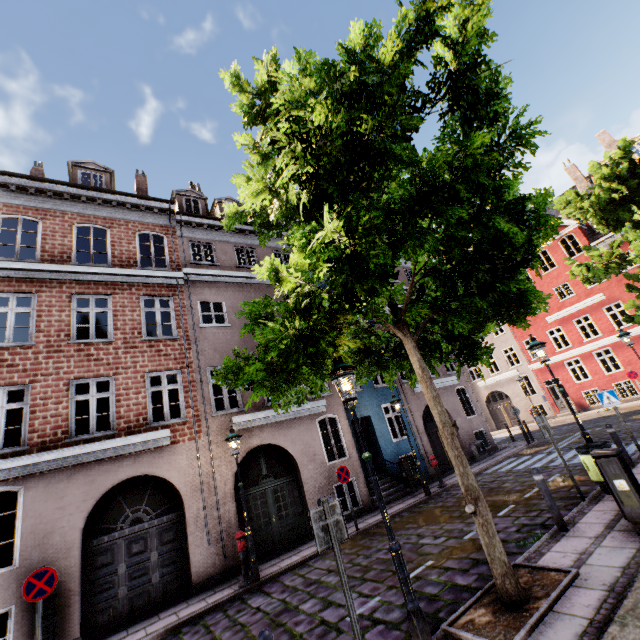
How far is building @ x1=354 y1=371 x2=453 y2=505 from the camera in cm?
1419

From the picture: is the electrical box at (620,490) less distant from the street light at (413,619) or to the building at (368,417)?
the street light at (413,619)

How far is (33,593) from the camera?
6.4m

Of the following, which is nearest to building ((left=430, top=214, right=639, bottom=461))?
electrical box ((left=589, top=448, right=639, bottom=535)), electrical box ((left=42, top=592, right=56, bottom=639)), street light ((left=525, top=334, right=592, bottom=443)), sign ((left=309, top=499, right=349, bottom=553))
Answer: electrical box ((left=42, top=592, right=56, bottom=639))

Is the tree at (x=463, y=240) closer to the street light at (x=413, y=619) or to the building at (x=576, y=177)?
the street light at (x=413, y=619)

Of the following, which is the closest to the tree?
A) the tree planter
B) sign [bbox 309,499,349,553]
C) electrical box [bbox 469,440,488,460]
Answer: the tree planter

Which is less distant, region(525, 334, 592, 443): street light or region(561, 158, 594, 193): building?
region(525, 334, 592, 443): street light

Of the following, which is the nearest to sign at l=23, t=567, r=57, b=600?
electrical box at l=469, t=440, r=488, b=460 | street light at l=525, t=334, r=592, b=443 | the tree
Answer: street light at l=525, t=334, r=592, b=443
